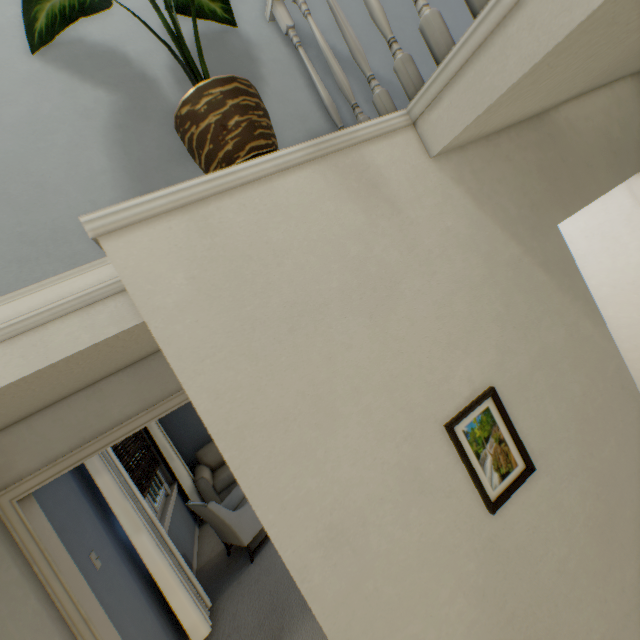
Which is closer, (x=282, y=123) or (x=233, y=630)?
(x=282, y=123)

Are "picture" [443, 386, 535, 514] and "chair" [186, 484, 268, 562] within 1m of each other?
no

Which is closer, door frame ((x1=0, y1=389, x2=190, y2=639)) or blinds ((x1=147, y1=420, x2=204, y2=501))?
door frame ((x1=0, y1=389, x2=190, y2=639))

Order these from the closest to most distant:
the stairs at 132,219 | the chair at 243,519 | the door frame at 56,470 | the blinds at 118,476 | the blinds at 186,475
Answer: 1. the stairs at 132,219
2. the door frame at 56,470
3. the blinds at 118,476
4. the chair at 243,519
5. the blinds at 186,475

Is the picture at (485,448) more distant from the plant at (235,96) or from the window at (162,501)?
the window at (162,501)

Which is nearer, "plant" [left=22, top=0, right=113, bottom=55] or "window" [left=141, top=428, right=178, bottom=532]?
"plant" [left=22, top=0, right=113, bottom=55]

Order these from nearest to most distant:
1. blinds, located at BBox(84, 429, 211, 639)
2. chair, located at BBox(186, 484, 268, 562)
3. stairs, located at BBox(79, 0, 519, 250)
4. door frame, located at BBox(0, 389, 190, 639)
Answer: stairs, located at BBox(79, 0, 519, 250) → door frame, located at BBox(0, 389, 190, 639) → blinds, located at BBox(84, 429, 211, 639) → chair, located at BBox(186, 484, 268, 562)

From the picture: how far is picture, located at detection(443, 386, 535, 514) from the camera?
0.92m
